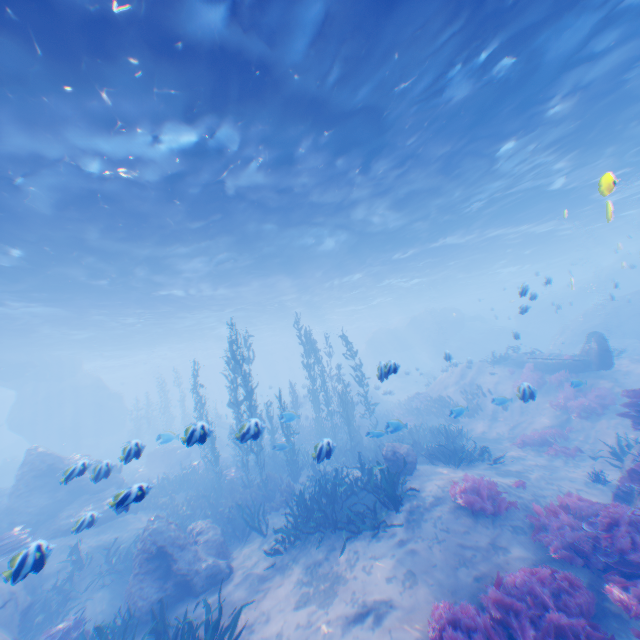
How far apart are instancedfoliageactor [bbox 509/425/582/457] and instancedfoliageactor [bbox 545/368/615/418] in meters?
1.2

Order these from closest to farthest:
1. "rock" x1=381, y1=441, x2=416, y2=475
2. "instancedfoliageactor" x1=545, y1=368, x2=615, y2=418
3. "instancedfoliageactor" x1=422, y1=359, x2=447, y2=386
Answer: "rock" x1=381, y1=441, x2=416, y2=475 → "instancedfoliageactor" x1=545, y1=368, x2=615, y2=418 → "instancedfoliageactor" x1=422, y1=359, x2=447, y2=386

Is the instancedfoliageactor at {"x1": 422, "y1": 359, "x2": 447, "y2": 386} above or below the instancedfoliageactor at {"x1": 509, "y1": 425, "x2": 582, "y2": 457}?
above

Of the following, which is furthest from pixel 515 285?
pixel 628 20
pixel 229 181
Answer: pixel 229 181

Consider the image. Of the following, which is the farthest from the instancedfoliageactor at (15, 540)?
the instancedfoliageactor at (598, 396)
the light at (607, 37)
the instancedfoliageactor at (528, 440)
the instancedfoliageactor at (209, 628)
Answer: the instancedfoliageactor at (598, 396)

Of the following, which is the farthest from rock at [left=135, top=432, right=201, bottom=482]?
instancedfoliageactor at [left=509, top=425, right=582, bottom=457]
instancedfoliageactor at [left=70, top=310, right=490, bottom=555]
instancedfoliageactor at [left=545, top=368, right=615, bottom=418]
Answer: instancedfoliageactor at [left=509, top=425, right=582, bottom=457]

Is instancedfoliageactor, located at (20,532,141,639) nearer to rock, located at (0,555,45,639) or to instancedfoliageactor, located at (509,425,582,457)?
rock, located at (0,555,45,639)

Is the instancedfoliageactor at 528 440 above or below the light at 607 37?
below
